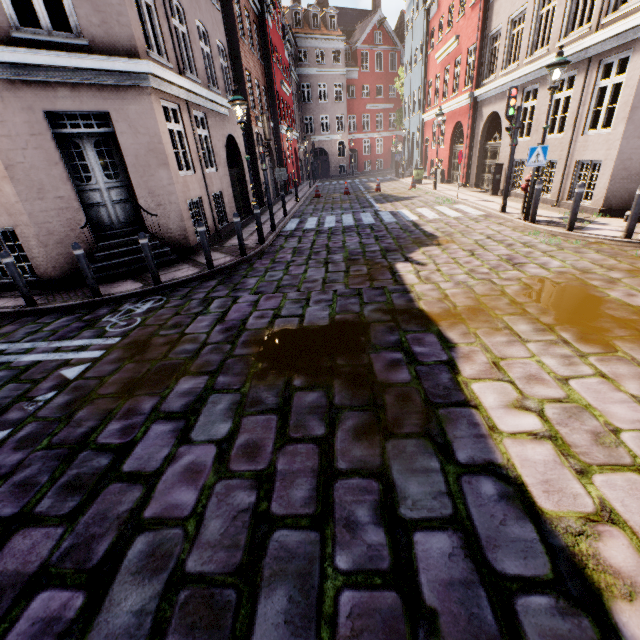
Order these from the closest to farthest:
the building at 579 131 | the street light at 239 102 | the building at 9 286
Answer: the building at 579 131 → the building at 9 286 → the street light at 239 102

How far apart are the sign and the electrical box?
6.0 meters

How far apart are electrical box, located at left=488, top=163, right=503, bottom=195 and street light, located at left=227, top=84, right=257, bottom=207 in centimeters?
1075cm

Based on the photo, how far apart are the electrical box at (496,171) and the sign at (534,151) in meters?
6.0

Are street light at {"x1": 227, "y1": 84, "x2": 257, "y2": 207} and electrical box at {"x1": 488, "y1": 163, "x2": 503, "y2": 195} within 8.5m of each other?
no

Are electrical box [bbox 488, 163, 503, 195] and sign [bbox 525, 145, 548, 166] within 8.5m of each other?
yes

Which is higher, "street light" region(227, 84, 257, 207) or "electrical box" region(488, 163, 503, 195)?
"street light" region(227, 84, 257, 207)

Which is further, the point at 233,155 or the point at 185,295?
the point at 233,155
